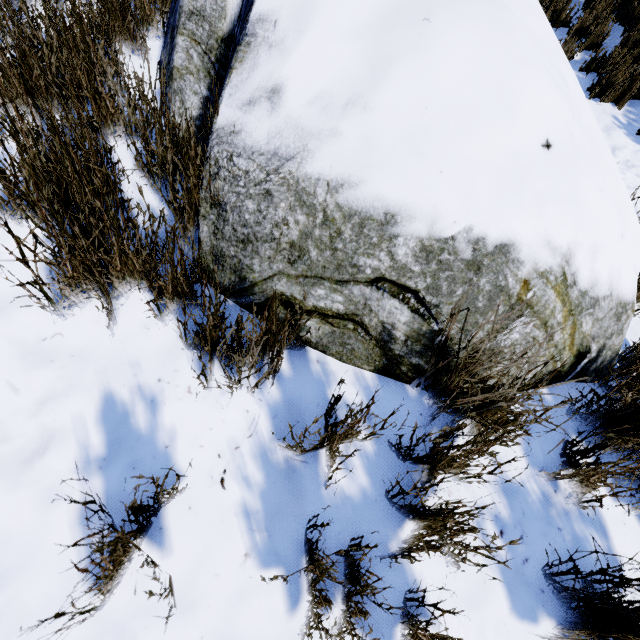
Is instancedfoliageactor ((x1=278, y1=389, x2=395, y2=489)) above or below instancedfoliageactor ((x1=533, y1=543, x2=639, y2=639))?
above

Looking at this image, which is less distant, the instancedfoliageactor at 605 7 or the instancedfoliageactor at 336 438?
the instancedfoliageactor at 336 438

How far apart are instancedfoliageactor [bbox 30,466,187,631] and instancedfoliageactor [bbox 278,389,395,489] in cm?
41

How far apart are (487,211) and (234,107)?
0.92m

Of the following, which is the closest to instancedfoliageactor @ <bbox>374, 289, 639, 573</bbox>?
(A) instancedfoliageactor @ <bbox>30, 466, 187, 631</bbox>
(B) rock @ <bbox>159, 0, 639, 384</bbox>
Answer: (B) rock @ <bbox>159, 0, 639, 384</bbox>

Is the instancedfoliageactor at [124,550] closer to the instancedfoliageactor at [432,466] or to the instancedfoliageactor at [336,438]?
the instancedfoliageactor at [336,438]

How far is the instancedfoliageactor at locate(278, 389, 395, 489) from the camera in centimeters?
92cm

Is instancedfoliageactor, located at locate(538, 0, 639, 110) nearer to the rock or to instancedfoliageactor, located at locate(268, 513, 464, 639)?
the rock
